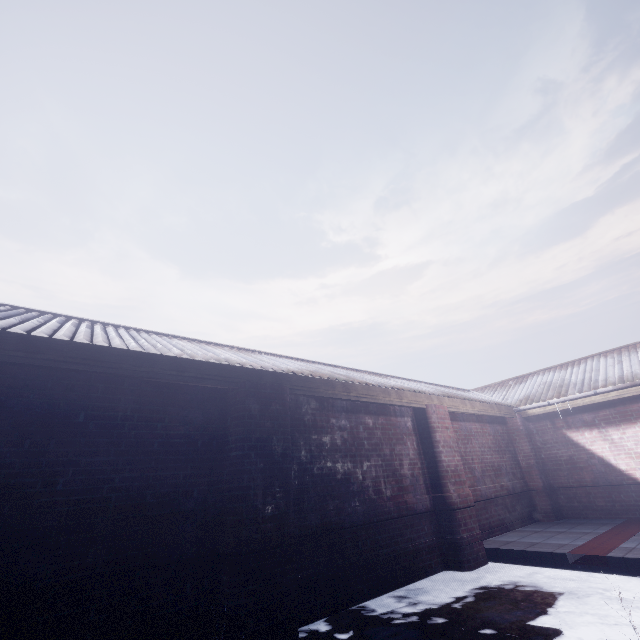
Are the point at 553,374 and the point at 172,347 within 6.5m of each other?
no
